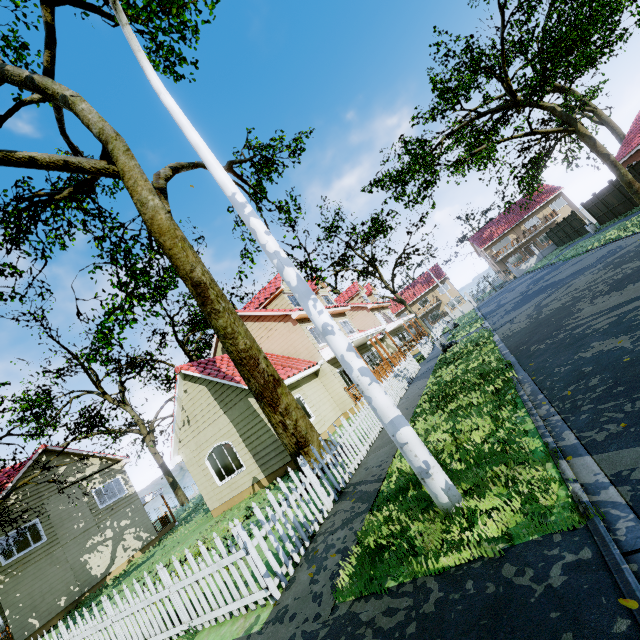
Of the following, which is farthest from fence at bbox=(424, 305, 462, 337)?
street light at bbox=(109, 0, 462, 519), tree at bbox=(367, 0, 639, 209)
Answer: street light at bbox=(109, 0, 462, 519)

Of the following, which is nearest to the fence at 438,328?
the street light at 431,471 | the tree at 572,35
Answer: the tree at 572,35

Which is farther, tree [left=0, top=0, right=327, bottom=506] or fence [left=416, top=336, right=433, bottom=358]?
fence [left=416, top=336, right=433, bottom=358]

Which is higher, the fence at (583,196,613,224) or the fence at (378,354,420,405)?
the fence at (583,196,613,224)

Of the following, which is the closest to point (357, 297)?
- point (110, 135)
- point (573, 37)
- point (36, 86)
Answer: point (573, 37)

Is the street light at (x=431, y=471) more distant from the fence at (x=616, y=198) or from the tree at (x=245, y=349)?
the tree at (x=245, y=349)

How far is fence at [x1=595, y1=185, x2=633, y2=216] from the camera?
22.7 meters

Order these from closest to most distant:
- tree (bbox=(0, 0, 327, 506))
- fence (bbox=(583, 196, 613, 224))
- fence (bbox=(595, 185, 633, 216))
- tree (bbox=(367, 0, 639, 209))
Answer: tree (bbox=(0, 0, 327, 506)) → tree (bbox=(367, 0, 639, 209)) → fence (bbox=(595, 185, 633, 216)) → fence (bbox=(583, 196, 613, 224))
